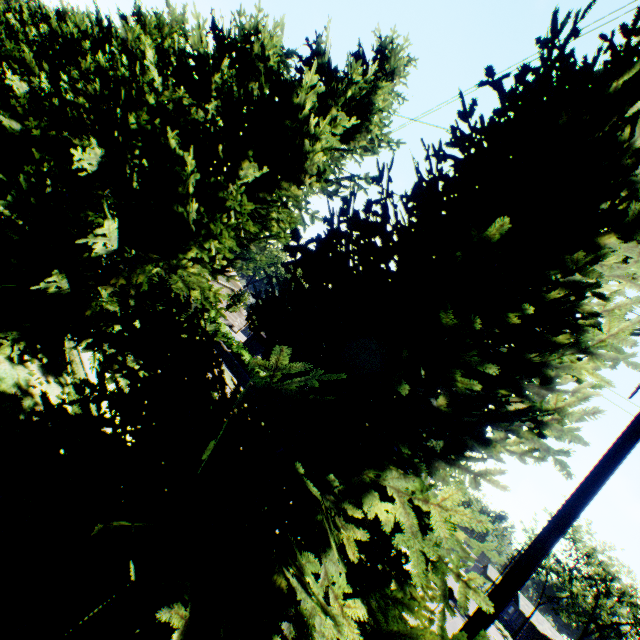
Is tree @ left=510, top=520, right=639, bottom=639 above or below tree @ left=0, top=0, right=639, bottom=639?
above

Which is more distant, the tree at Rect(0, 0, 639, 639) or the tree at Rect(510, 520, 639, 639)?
the tree at Rect(510, 520, 639, 639)

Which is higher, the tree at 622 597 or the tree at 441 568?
the tree at 622 597

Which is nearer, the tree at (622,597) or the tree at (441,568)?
the tree at (441,568)

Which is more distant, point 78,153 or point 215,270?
point 78,153
